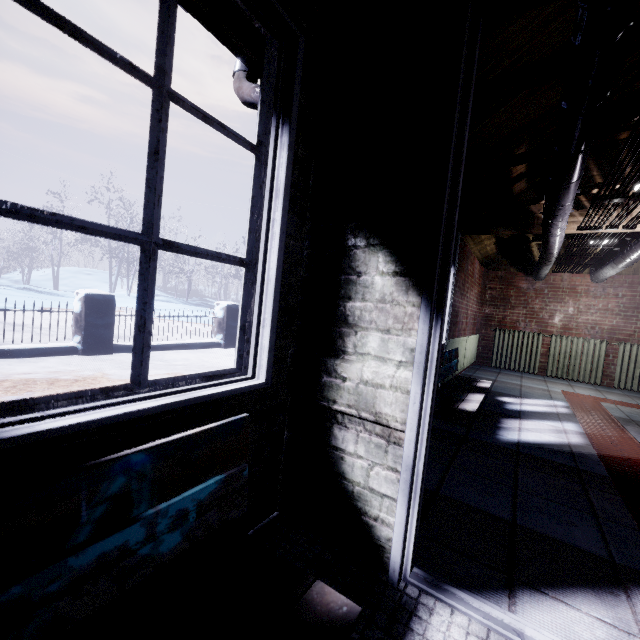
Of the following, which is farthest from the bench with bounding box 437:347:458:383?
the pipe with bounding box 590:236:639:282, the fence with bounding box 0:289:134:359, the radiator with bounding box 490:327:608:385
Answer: the fence with bounding box 0:289:134:359

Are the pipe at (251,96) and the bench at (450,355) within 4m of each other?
yes

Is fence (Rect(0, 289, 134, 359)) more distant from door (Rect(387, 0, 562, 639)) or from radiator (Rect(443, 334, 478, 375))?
door (Rect(387, 0, 562, 639))

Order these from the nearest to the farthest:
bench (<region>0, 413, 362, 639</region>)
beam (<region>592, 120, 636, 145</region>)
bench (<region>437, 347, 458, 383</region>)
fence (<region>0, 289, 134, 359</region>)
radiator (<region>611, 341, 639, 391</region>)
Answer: bench (<region>0, 413, 362, 639</region>), beam (<region>592, 120, 636, 145</region>), bench (<region>437, 347, 458, 383</region>), fence (<region>0, 289, 134, 359</region>), radiator (<region>611, 341, 639, 391</region>)

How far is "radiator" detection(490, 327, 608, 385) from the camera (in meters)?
5.71

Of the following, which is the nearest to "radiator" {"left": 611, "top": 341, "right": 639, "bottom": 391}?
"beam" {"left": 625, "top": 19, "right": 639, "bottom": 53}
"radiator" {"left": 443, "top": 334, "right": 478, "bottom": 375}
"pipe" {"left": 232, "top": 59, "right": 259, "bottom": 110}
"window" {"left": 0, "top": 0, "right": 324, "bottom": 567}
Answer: "radiator" {"left": 443, "top": 334, "right": 478, "bottom": 375}

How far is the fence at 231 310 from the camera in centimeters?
568cm

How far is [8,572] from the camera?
0.5 meters
